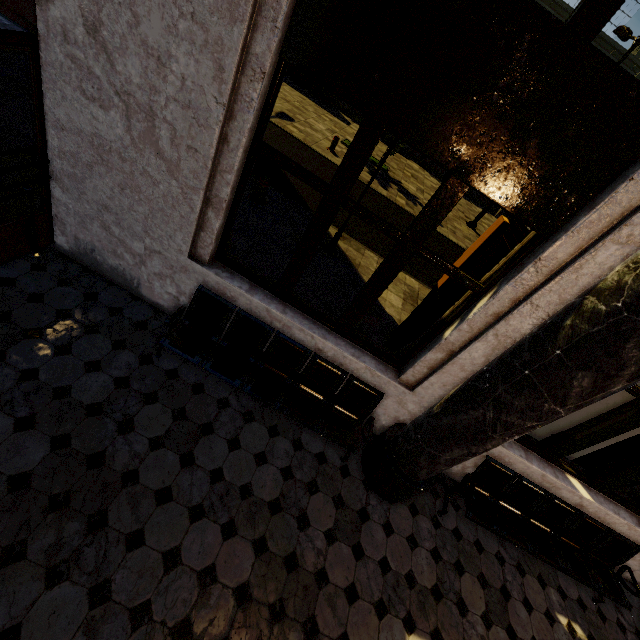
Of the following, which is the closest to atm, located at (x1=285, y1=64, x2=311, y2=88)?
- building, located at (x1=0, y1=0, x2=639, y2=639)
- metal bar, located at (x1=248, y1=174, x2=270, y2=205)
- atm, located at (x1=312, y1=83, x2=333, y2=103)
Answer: atm, located at (x1=312, y1=83, x2=333, y2=103)

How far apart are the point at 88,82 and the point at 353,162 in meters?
2.4

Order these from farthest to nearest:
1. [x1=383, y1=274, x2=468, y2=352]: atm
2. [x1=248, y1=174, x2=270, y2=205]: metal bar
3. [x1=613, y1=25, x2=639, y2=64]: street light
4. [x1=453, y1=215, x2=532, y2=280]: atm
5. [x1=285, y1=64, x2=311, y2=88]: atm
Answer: [x1=285, y1=64, x2=311, y2=88]: atm → [x1=613, y1=25, x2=639, y2=64]: street light → [x1=248, y1=174, x2=270, y2=205]: metal bar → [x1=383, y1=274, x2=468, y2=352]: atm → [x1=453, y1=215, x2=532, y2=280]: atm

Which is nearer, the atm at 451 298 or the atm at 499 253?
the atm at 499 253

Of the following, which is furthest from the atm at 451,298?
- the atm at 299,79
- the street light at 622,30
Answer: the atm at 299,79

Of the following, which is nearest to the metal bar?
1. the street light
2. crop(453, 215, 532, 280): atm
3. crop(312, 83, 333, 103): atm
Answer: crop(453, 215, 532, 280): atm

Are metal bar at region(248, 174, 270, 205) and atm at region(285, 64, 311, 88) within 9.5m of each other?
no

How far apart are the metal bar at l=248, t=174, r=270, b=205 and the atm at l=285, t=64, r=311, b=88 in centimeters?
1500cm
